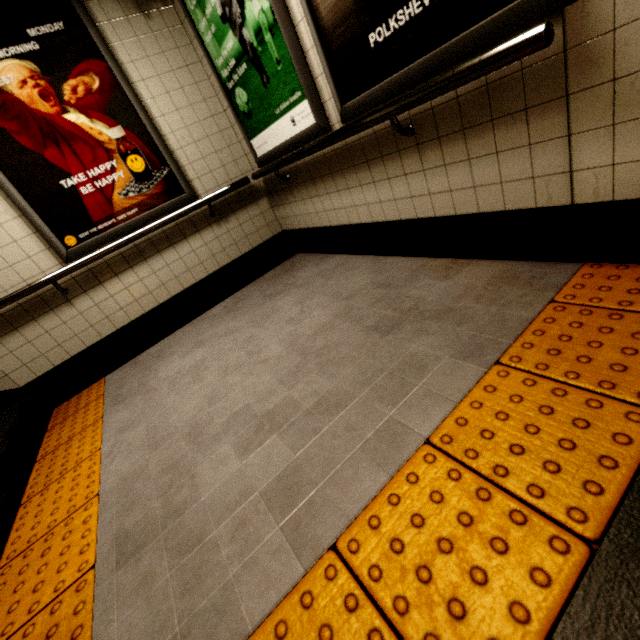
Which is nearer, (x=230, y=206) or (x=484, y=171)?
(x=484, y=171)

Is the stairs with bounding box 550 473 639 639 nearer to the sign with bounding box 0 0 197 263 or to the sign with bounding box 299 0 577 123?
the sign with bounding box 299 0 577 123

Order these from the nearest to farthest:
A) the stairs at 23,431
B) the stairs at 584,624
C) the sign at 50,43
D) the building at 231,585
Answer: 1. the stairs at 584,624
2. the building at 231,585
3. the stairs at 23,431
4. the sign at 50,43

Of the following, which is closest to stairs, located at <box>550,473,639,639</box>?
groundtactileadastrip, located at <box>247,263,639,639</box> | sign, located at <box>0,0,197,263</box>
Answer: groundtactileadastrip, located at <box>247,263,639,639</box>

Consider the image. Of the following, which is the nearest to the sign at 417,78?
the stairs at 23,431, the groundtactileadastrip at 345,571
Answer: the groundtactileadastrip at 345,571

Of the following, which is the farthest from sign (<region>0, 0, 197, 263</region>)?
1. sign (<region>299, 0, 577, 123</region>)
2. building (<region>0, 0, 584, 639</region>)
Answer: sign (<region>299, 0, 577, 123</region>)

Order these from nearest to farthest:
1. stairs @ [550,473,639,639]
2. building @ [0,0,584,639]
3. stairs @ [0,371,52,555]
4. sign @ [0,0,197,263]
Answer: stairs @ [550,473,639,639] < building @ [0,0,584,639] < stairs @ [0,371,52,555] < sign @ [0,0,197,263]

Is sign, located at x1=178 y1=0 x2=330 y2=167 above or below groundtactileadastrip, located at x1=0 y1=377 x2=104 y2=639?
above
